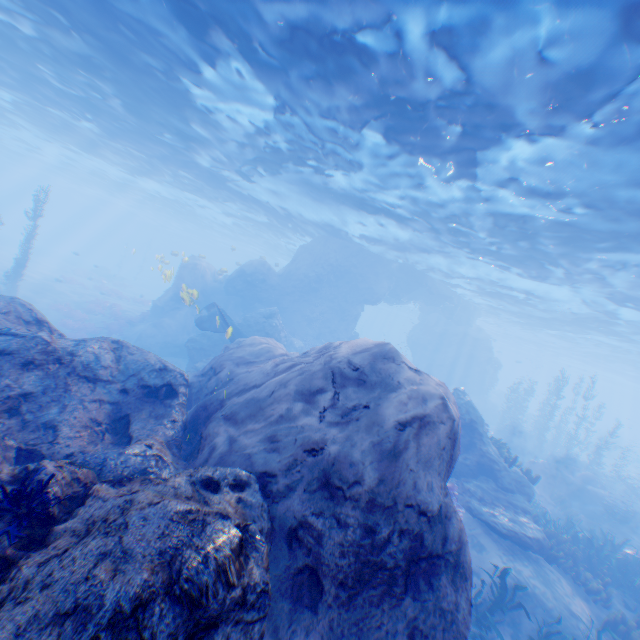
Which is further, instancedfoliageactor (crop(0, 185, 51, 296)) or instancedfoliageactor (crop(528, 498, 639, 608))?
instancedfoliageactor (crop(0, 185, 51, 296))

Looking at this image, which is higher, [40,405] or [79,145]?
[79,145]

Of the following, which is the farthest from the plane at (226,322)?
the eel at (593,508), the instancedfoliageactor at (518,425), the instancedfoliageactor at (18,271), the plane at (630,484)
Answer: the plane at (630,484)

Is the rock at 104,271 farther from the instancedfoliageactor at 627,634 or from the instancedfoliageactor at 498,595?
the instancedfoliageactor at 627,634

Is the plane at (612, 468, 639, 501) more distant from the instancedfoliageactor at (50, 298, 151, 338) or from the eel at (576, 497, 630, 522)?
the instancedfoliageactor at (50, 298, 151, 338)

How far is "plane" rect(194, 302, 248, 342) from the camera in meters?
17.0

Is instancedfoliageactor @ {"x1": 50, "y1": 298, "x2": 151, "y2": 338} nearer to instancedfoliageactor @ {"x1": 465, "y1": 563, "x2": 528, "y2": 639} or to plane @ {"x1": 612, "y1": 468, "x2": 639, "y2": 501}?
instancedfoliageactor @ {"x1": 465, "y1": 563, "x2": 528, "y2": 639}

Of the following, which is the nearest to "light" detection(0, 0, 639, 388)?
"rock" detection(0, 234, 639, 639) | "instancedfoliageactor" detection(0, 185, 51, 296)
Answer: "rock" detection(0, 234, 639, 639)
